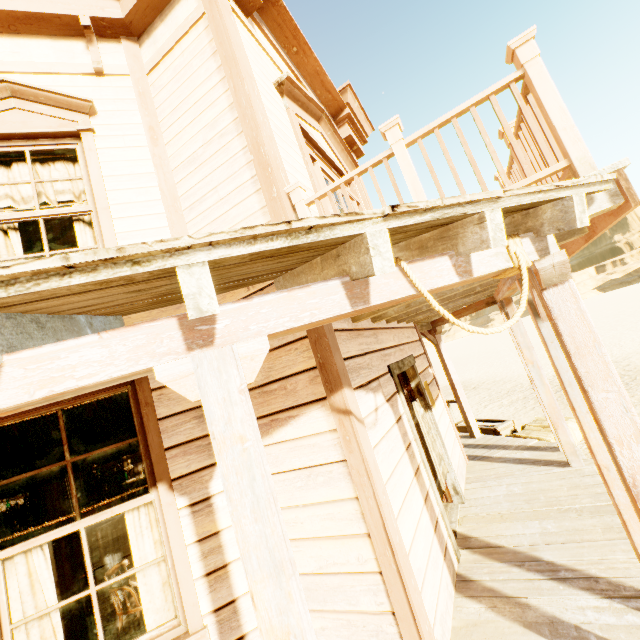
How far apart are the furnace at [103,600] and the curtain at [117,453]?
2.8 meters

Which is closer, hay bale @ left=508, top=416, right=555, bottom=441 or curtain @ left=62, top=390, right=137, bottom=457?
curtain @ left=62, top=390, right=137, bottom=457

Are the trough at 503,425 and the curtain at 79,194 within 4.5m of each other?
no

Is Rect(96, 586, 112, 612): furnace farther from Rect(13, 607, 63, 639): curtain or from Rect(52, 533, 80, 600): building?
Rect(13, 607, 63, 639): curtain

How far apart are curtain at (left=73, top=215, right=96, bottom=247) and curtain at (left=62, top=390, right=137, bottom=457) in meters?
1.0

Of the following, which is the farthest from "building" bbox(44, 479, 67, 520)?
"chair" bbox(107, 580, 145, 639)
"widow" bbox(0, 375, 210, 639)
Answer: "chair" bbox(107, 580, 145, 639)

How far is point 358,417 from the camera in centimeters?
258cm
